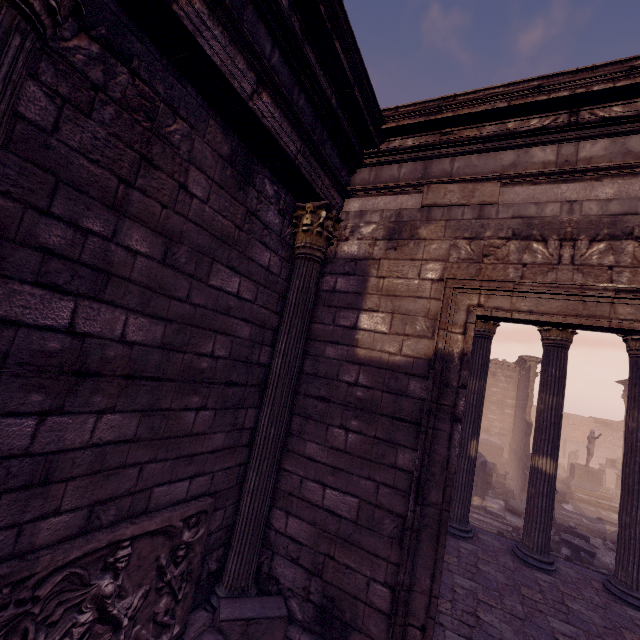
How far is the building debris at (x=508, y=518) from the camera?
12.1 meters

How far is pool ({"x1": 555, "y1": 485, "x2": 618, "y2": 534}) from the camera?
13.6m

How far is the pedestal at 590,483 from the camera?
18.1 meters

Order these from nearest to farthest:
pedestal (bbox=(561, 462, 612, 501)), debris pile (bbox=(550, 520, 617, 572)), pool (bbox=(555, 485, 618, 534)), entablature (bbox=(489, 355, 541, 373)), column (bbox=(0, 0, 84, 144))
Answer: column (bbox=(0, 0, 84, 144))
debris pile (bbox=(550, 520, 617, 572))
pool (bbox=(555, 485, 618, 534))
pedestal (bbox=(561, 462, 612, 501))
entablature (bbox=(489, 355, 541, 373))

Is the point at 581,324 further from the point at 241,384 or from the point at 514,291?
the point at 241,384

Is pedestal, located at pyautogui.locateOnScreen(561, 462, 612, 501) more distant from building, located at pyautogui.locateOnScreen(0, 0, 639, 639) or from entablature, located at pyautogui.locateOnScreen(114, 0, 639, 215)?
entablature, located at pyautogui.locateOnScreen(114, 0, 639, 215)

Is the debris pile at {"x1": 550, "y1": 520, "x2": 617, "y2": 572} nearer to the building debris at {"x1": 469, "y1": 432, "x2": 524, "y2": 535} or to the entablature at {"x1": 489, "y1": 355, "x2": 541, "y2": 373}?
the building debris at {"x1": 469, "y1": 432, "x2": 524, "y2": 535}

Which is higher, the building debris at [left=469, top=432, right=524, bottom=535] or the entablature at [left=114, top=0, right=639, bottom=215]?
the entablature at [left=114, top=0, right=639, bottom=215]
